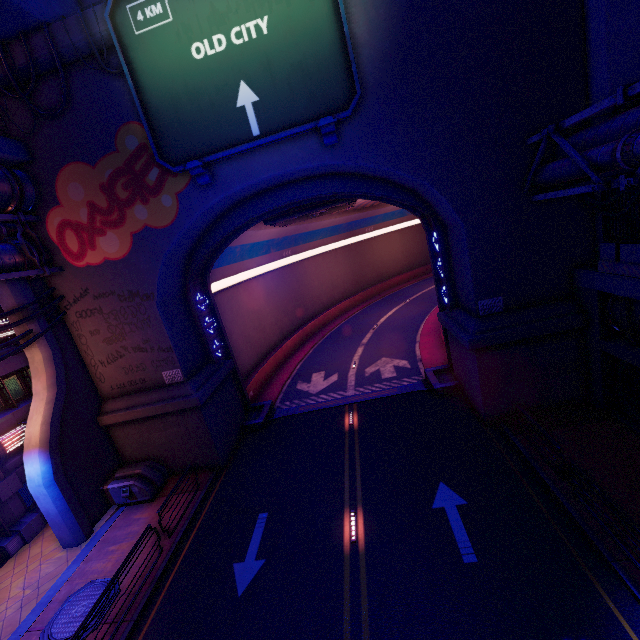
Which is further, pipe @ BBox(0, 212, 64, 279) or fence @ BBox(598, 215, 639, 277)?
pipe @ BBox(0, 212, 64, 279)

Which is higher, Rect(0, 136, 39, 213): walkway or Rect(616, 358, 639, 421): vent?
Rect(0, 136, 39, 213): walkway

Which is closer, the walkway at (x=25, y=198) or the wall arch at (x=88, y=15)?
the wall arch at (x=88, y=15)

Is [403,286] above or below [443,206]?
below

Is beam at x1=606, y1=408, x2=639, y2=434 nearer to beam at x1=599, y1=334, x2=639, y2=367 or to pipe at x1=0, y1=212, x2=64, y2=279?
beam at x1=599, y1=334, x2=639, y2=367

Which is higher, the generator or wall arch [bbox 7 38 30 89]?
wall arch [bbox 7 38 30 89]

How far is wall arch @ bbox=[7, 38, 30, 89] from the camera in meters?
11.5

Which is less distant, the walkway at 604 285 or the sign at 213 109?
the walkway at 604 285
